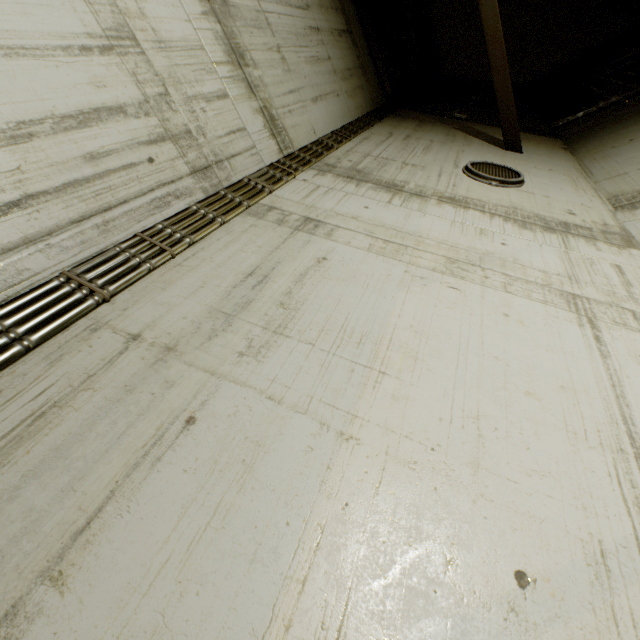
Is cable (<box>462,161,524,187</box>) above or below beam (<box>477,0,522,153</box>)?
below

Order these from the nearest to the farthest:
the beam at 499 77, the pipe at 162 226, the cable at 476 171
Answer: the pipe at 162 226 → the cable at 476 171 → the beam at 499 77

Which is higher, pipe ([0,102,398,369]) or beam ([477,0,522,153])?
beam ([477,0,522,153])

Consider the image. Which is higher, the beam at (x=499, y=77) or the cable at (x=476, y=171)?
the beam at (x=499, y=77)

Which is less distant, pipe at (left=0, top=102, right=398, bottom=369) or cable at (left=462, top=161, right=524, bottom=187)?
pipe at (left=0, top=102, right=398, bottom=369)

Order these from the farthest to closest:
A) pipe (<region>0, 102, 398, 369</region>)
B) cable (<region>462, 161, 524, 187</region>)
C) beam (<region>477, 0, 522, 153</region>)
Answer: beam (<region>477, 0, 522, 153</region>), cable (<region>462, 161, 524, 187</region>), pipe (<region>0, 102, 398, 369</region>)

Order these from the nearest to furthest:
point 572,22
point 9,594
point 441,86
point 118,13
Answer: point 9,594 → point 118,13 → point 441,86 → point 572,22

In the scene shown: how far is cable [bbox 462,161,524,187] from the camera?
4.2m
